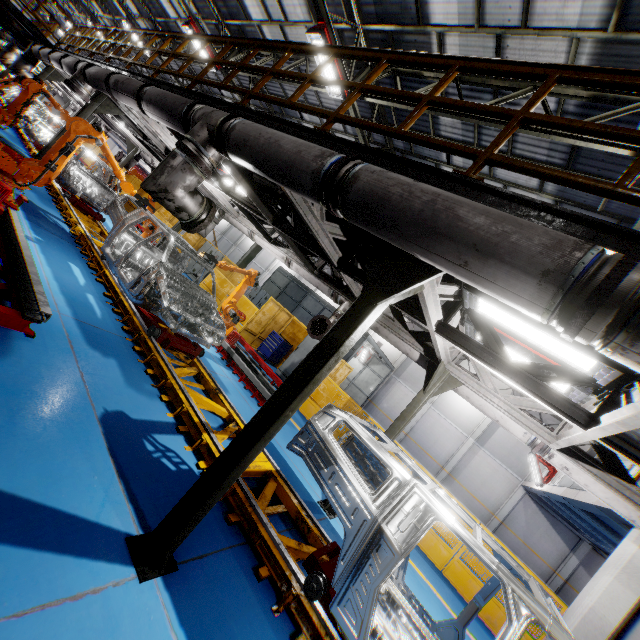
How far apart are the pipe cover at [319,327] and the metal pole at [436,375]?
2.22m

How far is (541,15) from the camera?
5.7m

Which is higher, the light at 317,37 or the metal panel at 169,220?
the light at 317,37

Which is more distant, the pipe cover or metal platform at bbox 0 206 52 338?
the pipe cover

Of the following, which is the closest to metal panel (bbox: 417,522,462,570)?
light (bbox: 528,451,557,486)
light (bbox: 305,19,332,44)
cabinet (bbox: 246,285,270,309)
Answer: cabinet (bbox: 246,285,270,309)

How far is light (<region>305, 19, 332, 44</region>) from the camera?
7.6m

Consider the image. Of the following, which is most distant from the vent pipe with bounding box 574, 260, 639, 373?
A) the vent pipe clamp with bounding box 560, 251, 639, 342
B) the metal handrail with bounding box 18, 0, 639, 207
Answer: the metal handrail with bounding box 18, 0, 639, 207

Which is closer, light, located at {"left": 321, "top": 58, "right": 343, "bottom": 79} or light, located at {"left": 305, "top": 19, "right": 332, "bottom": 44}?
light, located at {"left": 305, "top": 19, "right": 332, "bottom": 44}
